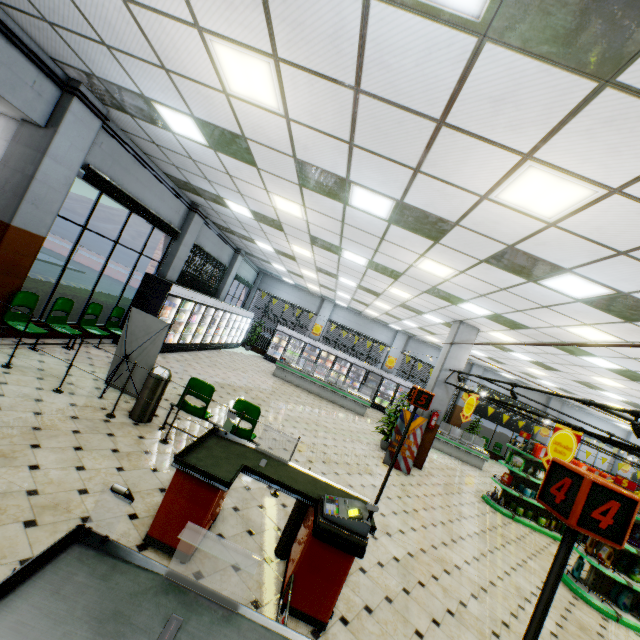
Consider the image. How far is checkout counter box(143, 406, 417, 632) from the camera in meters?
3.0 m

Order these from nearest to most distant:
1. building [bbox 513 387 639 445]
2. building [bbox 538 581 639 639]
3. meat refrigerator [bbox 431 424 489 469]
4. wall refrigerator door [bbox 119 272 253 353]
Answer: building [bbox 538 581 639 639] < wall refrigerator door [bbox 119 272 253 353] < meat refrigerator [bbox 431 424 489 469] < building [bbox 513 387 639 445]

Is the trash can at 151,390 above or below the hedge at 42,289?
below

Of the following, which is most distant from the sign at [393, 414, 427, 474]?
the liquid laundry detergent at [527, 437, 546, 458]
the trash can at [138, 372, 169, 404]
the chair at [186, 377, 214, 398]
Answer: the trash can at [138, 372, 169, 404]

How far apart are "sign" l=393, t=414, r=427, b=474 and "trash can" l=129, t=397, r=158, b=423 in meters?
6.5

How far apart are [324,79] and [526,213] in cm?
280

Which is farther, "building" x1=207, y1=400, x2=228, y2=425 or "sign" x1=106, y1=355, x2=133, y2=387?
"building" x1=207, y1=400, x2=228, y2=425

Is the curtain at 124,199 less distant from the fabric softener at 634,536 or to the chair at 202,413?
the chair at 202,413
